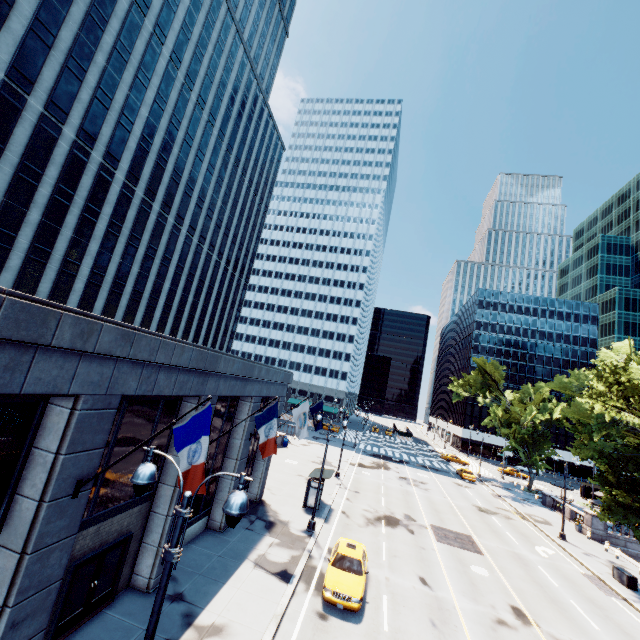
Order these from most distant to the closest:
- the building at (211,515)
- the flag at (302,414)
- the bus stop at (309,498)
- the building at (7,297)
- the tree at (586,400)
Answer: the bus stop at (309,498) < the tree at (586,400) < the flag at (302,414) < the building at (211,515) < the building at (7,297)

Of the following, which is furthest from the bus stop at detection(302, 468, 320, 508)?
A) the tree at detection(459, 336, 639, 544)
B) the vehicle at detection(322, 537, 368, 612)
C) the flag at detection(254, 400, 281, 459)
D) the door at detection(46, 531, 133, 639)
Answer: the tree at detection(459, 336, 639, 544)

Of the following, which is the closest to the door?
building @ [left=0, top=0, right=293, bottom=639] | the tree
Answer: building @ [left=0, top=0, right=293, bottom=639]

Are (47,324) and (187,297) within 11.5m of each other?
no

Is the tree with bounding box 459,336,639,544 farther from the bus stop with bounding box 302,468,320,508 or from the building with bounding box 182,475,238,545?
the building with bounding box 182,475,238,545

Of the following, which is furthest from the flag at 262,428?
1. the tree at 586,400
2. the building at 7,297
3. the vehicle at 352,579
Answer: the tree at 586,400

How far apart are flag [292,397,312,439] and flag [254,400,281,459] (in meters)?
5.98

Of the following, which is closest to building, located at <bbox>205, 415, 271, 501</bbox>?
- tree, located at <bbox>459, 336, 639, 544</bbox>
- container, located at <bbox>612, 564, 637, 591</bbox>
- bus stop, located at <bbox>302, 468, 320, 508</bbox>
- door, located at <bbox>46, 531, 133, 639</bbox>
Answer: door, located at <bbox>46, 531, 133, 639</bbox>
